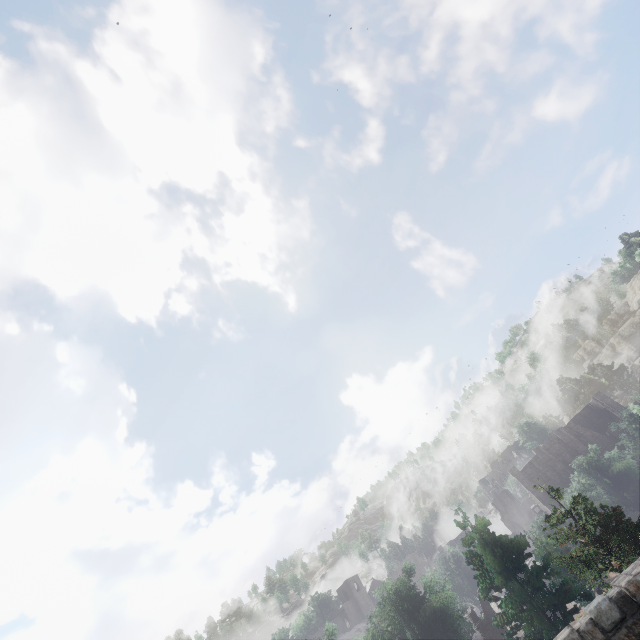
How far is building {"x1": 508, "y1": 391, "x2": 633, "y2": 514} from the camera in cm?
4666

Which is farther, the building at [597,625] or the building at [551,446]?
the building at [551,446]

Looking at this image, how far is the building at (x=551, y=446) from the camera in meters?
46.7

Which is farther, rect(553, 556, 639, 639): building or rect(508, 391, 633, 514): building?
rect(508, 391, 633, 514): building

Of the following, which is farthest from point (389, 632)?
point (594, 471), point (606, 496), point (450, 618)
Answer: point (594, 471)

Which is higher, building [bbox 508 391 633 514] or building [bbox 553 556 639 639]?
building [bbox 508 391 633 514]
